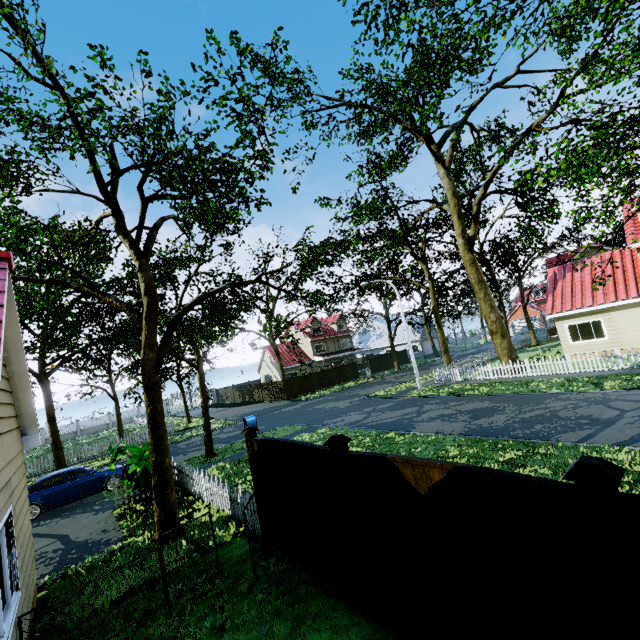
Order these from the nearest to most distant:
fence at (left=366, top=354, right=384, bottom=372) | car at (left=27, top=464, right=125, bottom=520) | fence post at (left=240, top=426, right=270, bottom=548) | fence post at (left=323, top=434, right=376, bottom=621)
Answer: fence post at (left=323, top=434, right=376, bottom=621)
fence post at (left=240, top=426, right=270, bottom=548)
car at (left=27, top=464, right=125, bottom=520)
fence at (left=366, top=354, right=384, bottom=372)

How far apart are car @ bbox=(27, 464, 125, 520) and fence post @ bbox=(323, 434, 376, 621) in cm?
1404

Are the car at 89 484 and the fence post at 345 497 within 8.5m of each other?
no

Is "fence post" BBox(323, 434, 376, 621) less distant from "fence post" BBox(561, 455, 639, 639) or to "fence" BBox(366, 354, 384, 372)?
"fence" BBox(366, 354, 384, 372)

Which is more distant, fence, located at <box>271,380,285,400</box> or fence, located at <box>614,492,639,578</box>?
fence, located at <box>271,380,285,400</box>

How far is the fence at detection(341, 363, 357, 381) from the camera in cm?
4069

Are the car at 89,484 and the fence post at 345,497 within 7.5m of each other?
no

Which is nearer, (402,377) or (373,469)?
(373,469)
